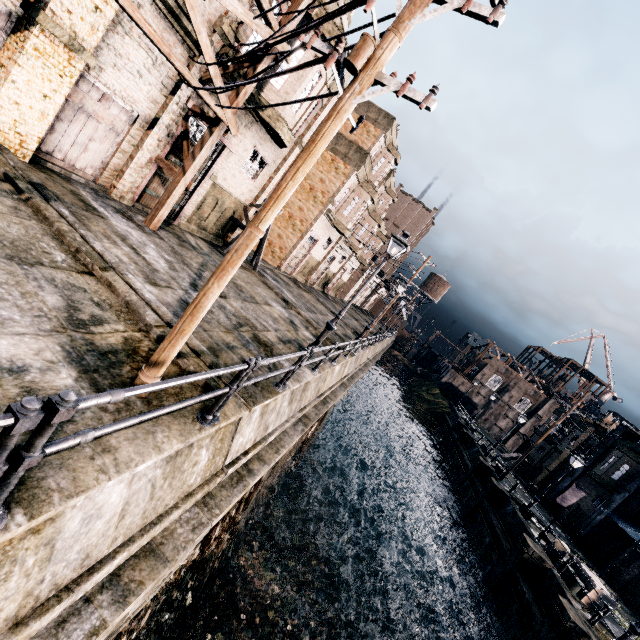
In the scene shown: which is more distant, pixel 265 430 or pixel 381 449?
pixel 381 449

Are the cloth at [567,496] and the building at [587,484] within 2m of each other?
yes

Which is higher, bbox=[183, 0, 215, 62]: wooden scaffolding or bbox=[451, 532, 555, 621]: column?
bbox=[183, 0, 215, 62]: wooden scaffolding

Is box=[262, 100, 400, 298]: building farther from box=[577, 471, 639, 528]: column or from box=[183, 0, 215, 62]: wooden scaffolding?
box=[577, 471, 639, 528]: column

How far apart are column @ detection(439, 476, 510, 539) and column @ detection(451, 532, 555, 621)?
5.92m

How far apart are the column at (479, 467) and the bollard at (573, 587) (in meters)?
11.33

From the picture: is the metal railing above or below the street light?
below

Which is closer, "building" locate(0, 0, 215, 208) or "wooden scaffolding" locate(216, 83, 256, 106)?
"building" locate(0, 0, 215, 208)
